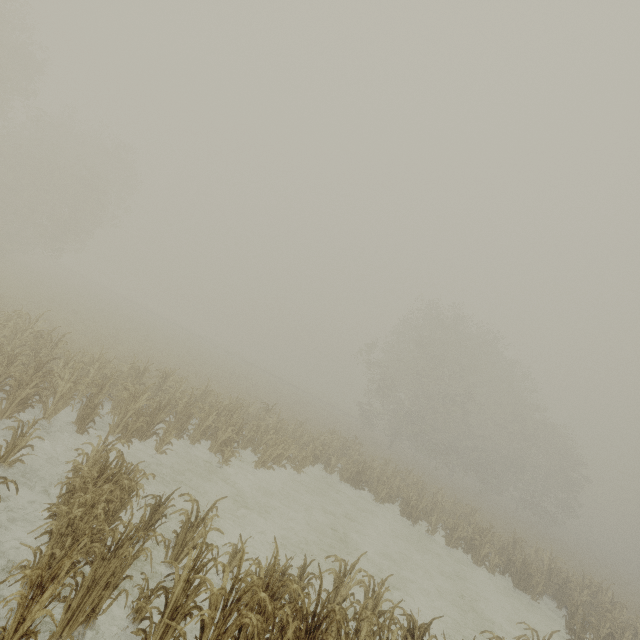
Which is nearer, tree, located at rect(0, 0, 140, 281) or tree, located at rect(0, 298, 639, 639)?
tree, located at rect(0, 298, 639, 639)

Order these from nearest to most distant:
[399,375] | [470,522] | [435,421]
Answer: [470,522] < [435,421] < [399,375]

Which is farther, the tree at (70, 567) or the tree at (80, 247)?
the tree at (80, 247)
